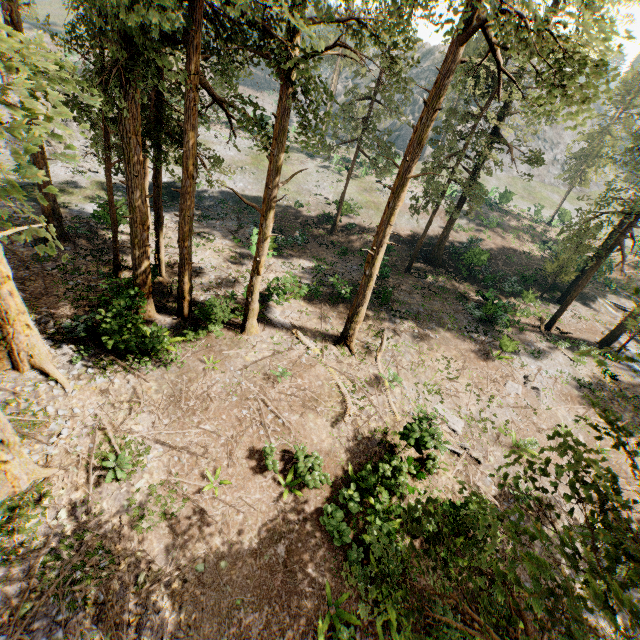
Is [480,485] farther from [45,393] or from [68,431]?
[45,393]

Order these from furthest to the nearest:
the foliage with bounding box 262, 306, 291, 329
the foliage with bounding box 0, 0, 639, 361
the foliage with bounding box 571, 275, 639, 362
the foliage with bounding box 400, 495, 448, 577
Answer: the foliage with bounding box 262, 306, 291, 329
the foliage with bounding box 0, 0, 639, 361
the foliage with bounding box 400, 495, 448, 577
the foliage with bounding box 571, 275, 639, 362

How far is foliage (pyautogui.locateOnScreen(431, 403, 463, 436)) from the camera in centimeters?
1706cm

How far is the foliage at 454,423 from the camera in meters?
17.1

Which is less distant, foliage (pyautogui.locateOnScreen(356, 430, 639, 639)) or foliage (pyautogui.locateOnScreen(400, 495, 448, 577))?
foliage (pyautogui.locateOnScreen(356, 430, 639, 639))

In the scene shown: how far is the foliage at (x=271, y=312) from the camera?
19.75m

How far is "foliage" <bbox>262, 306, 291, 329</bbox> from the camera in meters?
19.8
